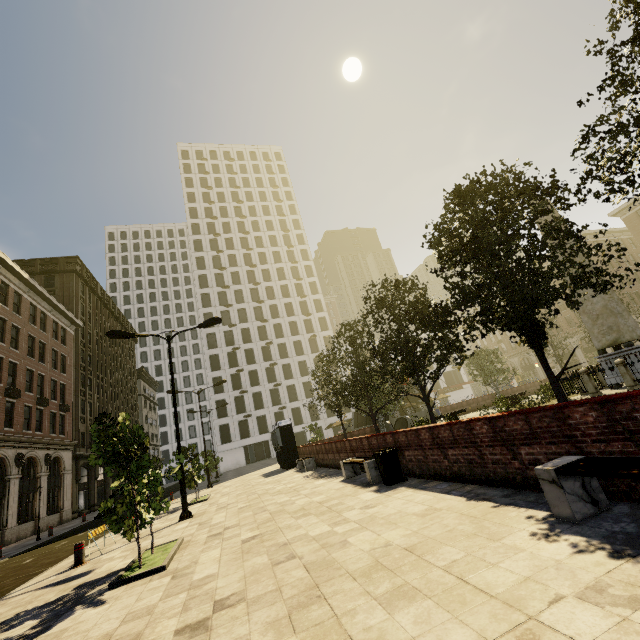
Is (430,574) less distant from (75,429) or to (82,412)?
(75,429)

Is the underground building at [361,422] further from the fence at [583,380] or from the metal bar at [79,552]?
the metal bar at [79,552]

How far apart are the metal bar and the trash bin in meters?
8.4 m

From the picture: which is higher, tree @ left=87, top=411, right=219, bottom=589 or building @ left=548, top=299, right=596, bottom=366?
building @ left=548, top=299, right=596, bottom=366

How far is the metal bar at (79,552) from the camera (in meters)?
8.77

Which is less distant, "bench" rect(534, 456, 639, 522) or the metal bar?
"bench" rect(534, 456, 639, 522)

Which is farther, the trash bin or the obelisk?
the obelisk

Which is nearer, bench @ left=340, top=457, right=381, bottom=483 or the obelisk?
bench @ left=340, top=457, right=381, bottom=483
